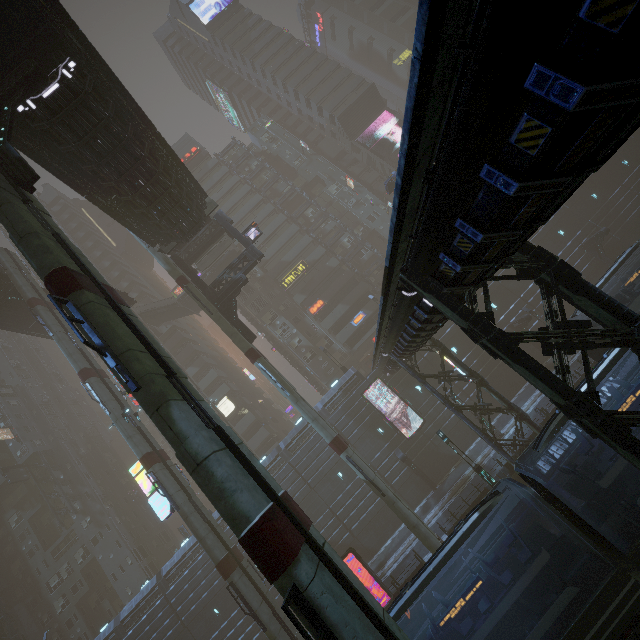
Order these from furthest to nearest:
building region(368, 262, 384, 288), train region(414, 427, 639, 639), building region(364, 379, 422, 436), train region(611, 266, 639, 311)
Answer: building region(368, 262, 384, 288)
building region(364, 379, 422, 436)
train region(611, 266, 639, 311)
train region(414, 427, 639, 639)

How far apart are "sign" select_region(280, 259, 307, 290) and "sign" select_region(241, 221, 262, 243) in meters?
20.0

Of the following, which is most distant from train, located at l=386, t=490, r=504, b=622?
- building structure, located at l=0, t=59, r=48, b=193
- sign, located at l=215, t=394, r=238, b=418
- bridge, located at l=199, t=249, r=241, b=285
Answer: bridge, located at l=199, t=249, r=241, b=285

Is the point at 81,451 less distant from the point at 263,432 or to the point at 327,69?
the point at 263,432

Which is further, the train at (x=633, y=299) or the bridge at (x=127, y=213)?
the train at (x=633, y=299)

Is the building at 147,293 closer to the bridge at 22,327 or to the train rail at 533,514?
the train rail at 533,514

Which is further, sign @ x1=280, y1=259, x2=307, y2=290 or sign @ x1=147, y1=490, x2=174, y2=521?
sign @ x1=280, y1=259, x2=307, y2=290

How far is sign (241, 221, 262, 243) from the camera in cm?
2873
